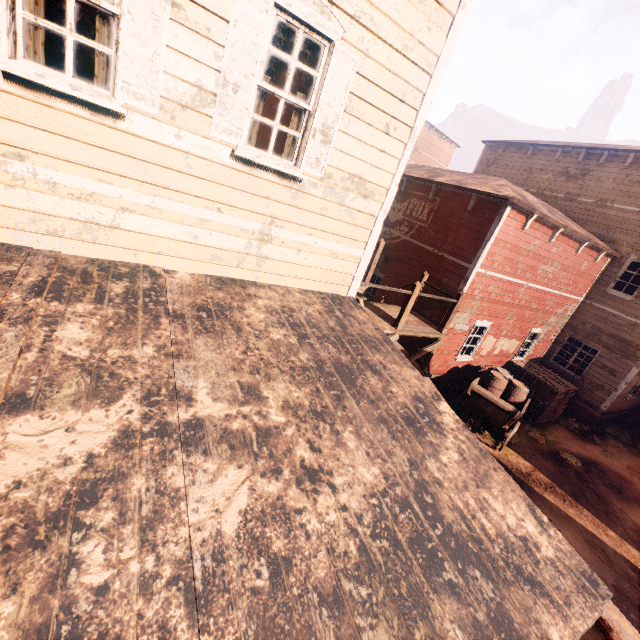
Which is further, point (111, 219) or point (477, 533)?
point (111, 219)

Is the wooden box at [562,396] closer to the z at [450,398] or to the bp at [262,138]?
the z at [450,398]

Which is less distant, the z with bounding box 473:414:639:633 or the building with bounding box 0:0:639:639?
the building with bounding box 0:0:639:639

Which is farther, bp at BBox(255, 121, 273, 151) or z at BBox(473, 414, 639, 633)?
z at BBox(473, 414, 639, 633)

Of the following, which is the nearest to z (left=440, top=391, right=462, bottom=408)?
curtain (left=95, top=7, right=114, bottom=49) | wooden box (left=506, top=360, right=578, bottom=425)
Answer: wooden box (left=506, top=360, right=578, bottom=425)

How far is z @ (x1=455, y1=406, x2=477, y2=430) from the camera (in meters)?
11.28

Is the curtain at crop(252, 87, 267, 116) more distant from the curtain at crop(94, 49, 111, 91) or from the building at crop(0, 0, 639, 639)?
the curtain at crop(94, 49, 111, 91)

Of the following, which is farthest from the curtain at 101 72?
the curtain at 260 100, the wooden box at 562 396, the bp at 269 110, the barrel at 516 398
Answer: the wooden box at 562 396
